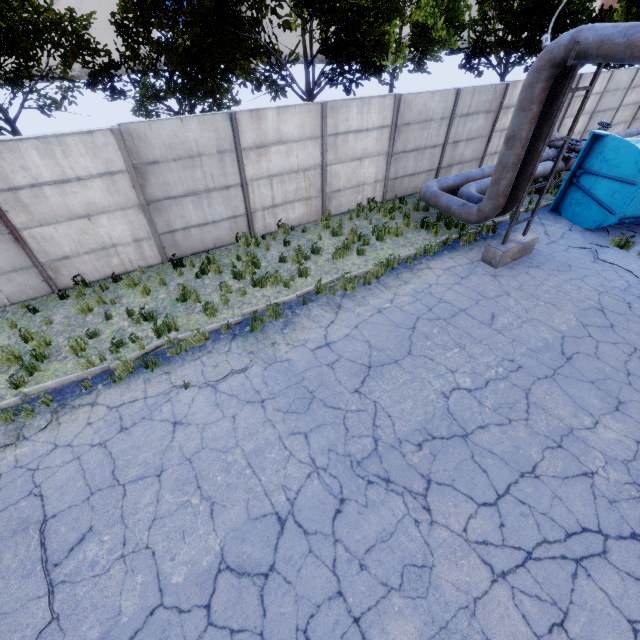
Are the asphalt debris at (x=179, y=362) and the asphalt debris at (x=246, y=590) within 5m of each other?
yes

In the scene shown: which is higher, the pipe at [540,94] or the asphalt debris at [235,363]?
the pipe at [540,94]

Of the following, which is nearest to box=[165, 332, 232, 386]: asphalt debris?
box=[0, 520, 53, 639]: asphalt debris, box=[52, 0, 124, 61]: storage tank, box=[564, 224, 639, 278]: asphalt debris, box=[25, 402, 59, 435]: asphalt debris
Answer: box=[25, 402, 59, 435]: asphalt debris

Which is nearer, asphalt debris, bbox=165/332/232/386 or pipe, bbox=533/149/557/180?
asphalt debris, bbox=165/332/232/386

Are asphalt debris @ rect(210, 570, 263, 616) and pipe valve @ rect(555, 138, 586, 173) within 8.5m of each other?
no

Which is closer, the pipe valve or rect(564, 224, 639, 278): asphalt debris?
rect(564, 224, 639, 278): asphalt debris

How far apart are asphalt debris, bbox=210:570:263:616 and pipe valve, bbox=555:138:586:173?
16.6 meters

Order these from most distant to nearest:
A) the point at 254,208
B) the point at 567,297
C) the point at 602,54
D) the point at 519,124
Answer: the point at 254,208
the point at 567,297
the point at 519,124
the point at 602,54
